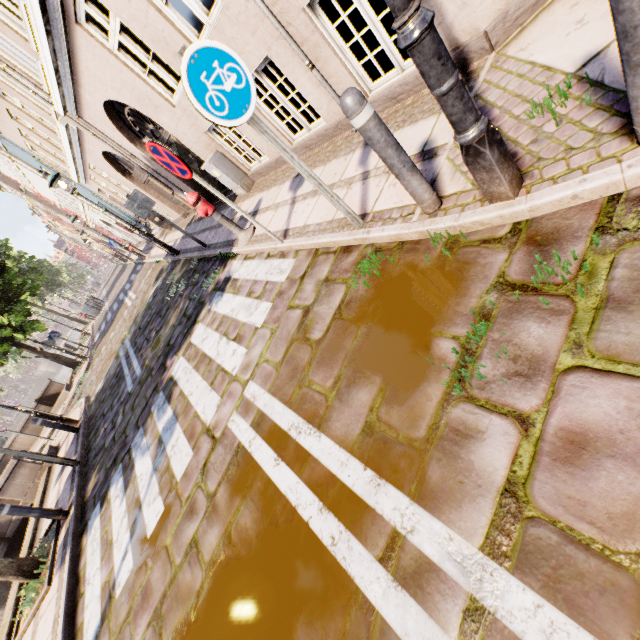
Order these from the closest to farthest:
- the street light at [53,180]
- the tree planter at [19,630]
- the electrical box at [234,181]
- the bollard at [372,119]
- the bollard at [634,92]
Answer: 1. the bollard at [634,92]
2. the bollard at [372,119]
3. the tree planter at [19,630]
4. the electrical box at [234,181]
5. the street light at [53,180]

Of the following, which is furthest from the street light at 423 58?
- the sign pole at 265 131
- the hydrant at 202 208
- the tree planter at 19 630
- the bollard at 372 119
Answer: the tree planter at 19 630

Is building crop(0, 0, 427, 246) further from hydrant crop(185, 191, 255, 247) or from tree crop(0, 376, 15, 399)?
tree crop(0, 376, 15, 399)

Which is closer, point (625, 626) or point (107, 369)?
point (625, 626)

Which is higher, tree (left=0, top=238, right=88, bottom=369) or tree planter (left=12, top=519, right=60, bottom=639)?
tree (left=0, top=238, right=88, bottom=369)

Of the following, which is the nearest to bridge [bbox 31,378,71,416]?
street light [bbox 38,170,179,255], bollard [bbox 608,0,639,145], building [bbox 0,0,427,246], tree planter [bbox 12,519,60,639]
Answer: tree planter [bbox 12,519,60,639]

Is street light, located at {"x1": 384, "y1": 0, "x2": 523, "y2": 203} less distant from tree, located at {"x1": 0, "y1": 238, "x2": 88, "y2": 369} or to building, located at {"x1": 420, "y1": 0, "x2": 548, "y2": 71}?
building, located at {"x1": 420, "y1": 0, "x2": 548, "y2": 71}

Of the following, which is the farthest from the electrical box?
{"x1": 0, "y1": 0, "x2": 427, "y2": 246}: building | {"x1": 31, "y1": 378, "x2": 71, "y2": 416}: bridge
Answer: {"x1": 31, "y1": 378, "x2": 71, "y2": 416}: bridge
